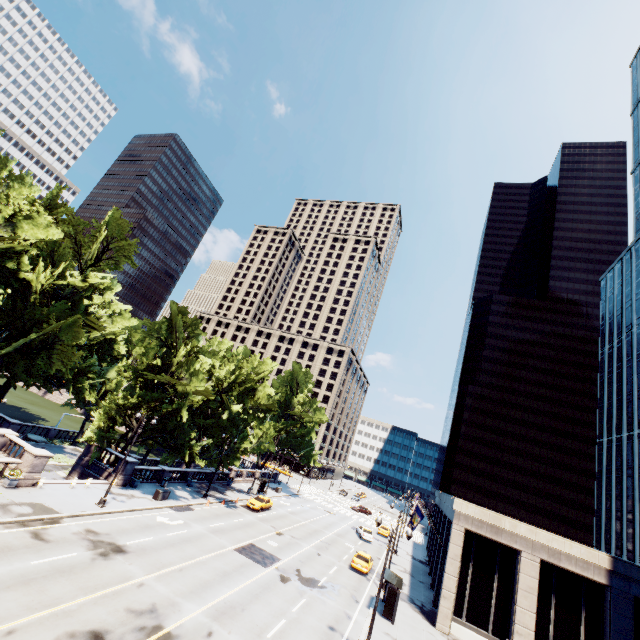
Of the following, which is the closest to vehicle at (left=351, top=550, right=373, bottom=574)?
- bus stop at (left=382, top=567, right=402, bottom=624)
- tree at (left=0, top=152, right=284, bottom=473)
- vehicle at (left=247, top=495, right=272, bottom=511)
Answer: bus stop at (left=382, top=567, right=402, bottom=624)

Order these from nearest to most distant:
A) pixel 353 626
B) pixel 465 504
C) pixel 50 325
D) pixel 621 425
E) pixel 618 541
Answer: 1. pixel 353 626
2. pixel 465 504
3. pixel 50 325
4. pixel 618 541
5. pixel 621 425

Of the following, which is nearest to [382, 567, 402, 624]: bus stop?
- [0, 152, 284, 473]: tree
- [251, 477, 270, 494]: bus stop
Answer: [0, 152, 284, 473]: tree

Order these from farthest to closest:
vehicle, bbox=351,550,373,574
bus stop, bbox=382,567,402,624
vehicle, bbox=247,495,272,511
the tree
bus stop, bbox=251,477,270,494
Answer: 1. bus stop, bbox=251,477,270,494
2. vehicle, bbox=247,495,272,511
3. vehicle, bbox=351,550,373,574
4. the tree
5. bus stop, bbox=382,567,402,624

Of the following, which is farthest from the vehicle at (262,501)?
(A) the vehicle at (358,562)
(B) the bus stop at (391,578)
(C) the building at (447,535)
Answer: (C) the building at (447,535)

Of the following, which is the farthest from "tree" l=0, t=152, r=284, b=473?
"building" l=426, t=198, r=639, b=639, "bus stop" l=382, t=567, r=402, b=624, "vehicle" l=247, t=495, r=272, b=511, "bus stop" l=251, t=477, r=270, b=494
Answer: "building" l=426, t=198, r=639, b=639

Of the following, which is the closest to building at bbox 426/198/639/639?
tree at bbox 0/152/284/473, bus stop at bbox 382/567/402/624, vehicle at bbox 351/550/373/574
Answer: bus stop at bbox 382/567/402/624

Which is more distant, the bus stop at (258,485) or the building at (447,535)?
the bus stop at (258,485)
